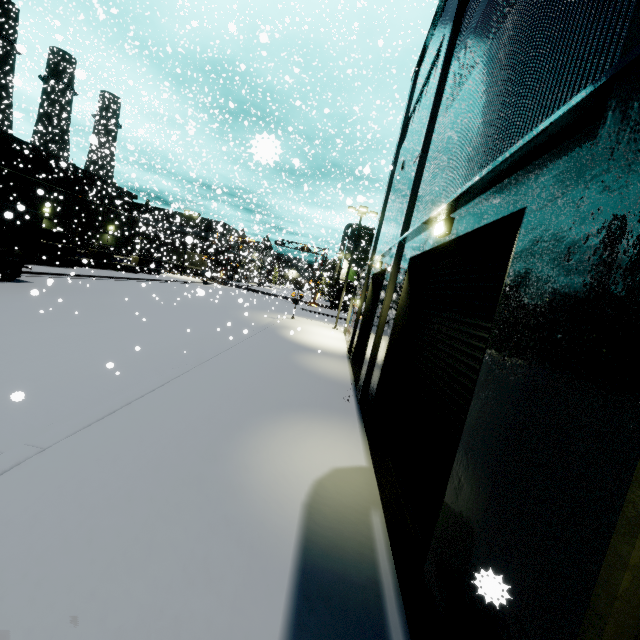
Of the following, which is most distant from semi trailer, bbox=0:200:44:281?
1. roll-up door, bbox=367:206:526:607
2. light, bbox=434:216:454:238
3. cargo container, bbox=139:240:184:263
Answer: cargo container, bbox=139:240:184:263

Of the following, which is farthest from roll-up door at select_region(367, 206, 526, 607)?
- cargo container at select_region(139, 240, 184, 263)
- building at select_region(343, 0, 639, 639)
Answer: cargo container at select_region(139, 240, 184, 263)

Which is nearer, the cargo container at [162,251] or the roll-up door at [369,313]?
the roll-up door at [369,313]

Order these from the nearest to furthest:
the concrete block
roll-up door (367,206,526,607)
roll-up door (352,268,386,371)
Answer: roll-up door (367,206,526,607) → roll-up door (352,268,386,371) → the concrete block

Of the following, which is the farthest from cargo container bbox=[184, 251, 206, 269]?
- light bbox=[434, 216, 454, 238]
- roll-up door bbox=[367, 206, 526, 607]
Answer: light bbox=[434, 216, 454, 238]

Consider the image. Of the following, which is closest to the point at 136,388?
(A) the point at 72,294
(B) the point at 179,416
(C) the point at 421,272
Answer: (B) the point at 179,416

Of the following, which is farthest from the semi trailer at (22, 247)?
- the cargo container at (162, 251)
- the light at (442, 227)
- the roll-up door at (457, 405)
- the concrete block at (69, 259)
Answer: the cargo container at (162, 251)

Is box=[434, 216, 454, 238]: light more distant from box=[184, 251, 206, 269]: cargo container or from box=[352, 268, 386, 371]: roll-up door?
box=[184, 251, 206, 269]: cargo container
